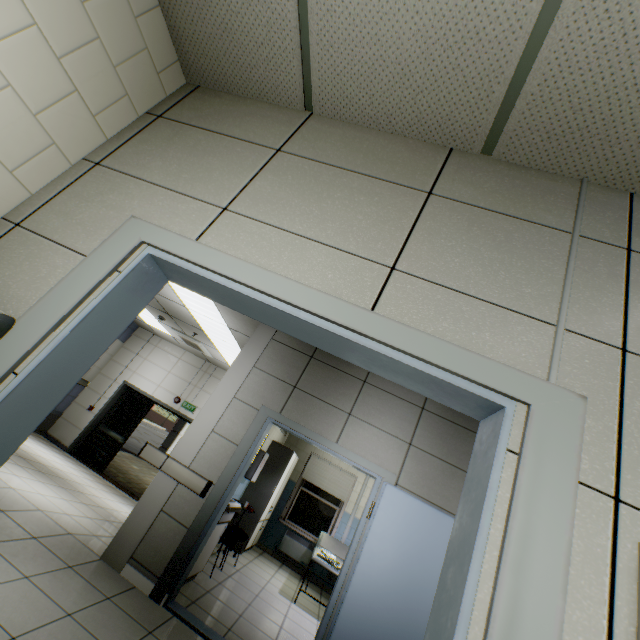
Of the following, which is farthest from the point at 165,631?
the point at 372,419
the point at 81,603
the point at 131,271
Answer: the point at 131,271

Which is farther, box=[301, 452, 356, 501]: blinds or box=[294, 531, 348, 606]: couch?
box=[301, 452, 356, 501]: blinds

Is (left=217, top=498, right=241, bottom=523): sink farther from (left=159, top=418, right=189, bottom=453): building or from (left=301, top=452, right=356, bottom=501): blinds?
(left=159, top=418, right=189, bottom=453): building

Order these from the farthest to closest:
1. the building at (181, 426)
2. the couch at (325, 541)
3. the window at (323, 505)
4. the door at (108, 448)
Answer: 1. the building at (181, 426)
2. the door at (108, 448)
3. the window at (323, 505)
4. the couch at (325, 541)

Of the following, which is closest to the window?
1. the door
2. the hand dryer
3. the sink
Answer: the door

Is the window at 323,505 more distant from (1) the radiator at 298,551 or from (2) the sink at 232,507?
(2) the sink at 232,507

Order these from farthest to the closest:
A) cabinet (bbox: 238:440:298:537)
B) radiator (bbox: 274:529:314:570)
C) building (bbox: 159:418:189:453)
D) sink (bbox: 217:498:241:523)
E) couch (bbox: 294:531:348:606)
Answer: building (bbox: 159:418:189:453) → radiator (bbox: 274:529:314:570) → cabinet (bbox: 238:440:298:537) → couch (bbox: 294:531:348:606) → sink (bbox: 217:498:241:523)

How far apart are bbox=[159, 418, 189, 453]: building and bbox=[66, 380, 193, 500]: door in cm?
556
